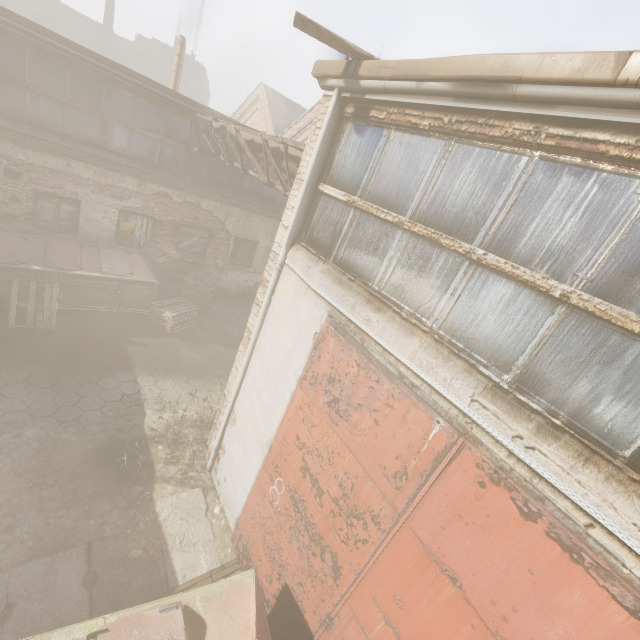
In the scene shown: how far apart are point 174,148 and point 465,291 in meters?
10.6

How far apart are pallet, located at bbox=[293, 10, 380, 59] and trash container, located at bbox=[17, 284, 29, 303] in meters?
7.8 m

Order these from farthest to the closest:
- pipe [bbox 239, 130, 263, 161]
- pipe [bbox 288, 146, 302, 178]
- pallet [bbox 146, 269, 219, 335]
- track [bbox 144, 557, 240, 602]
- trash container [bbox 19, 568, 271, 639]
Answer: pallet [bbox 146, 269, 219, 335]
pipe [bbox 239, 130, 263, 161]
pipe [bbox 288, 146, 302, 178]
track [bbox 144, 557, 240, 602]
trash container [bbox 19, 568, 271, 639]

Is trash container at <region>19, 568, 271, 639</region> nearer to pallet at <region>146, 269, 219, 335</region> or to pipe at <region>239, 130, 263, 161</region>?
pipe at <region>239, 130, 263, 161</region>

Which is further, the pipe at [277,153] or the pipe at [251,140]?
the pipe at [251,140]

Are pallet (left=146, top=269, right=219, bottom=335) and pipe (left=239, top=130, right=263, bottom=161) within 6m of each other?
yes

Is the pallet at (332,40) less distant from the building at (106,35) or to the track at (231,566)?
the track at (231,566)

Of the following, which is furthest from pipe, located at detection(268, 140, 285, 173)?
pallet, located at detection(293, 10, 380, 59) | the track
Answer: the track
